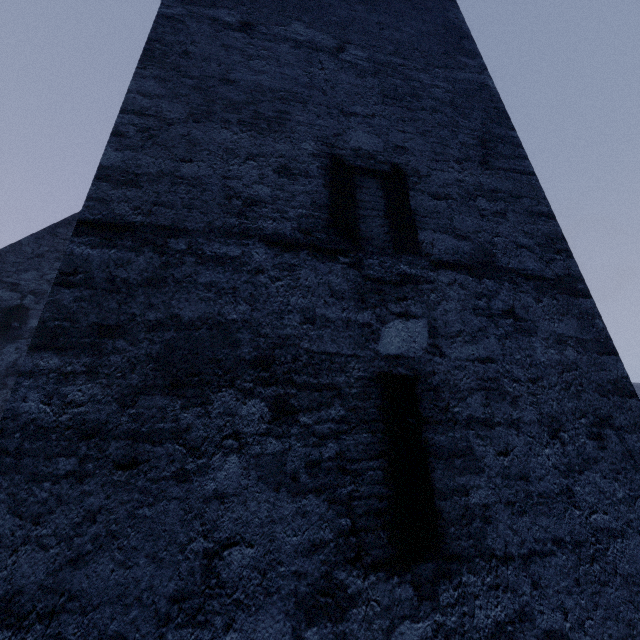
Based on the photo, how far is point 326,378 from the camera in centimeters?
164cm
